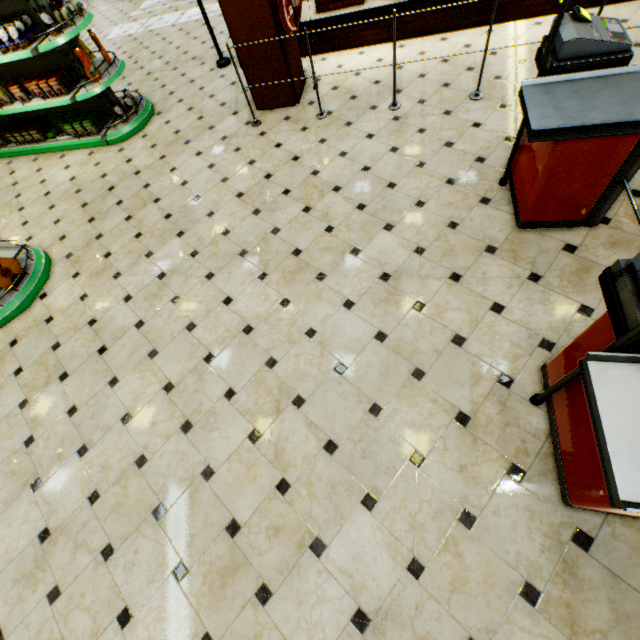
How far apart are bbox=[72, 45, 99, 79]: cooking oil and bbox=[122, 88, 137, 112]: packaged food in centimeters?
40cm

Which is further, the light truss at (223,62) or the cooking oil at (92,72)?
the light truss at (223,62)

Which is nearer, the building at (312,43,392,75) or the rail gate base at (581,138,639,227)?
the rail gate base at (581,138,639,227)

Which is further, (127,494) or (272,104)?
(272,104)

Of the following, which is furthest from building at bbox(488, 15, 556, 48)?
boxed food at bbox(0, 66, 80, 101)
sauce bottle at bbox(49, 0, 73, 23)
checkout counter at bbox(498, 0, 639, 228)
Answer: sauce bottle at bbox(49, 0, 73, 23)

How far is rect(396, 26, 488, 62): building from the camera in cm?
462

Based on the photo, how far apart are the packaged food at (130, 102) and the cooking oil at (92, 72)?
0.4m
